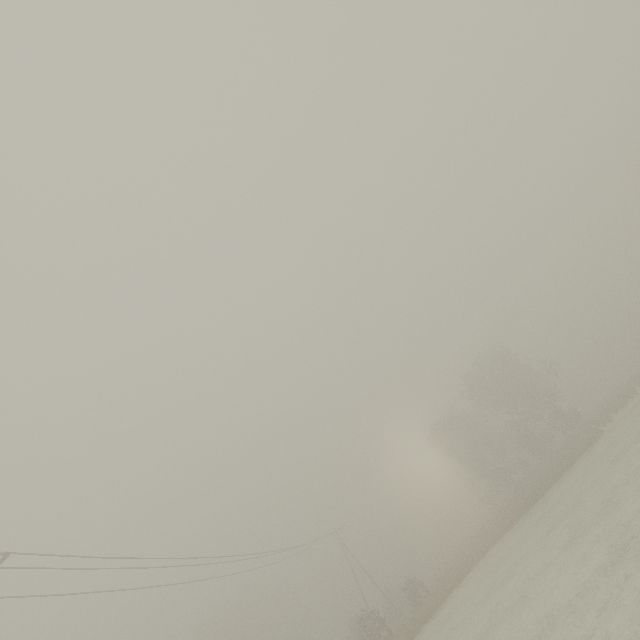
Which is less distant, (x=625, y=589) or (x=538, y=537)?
(x=625, y=589)
